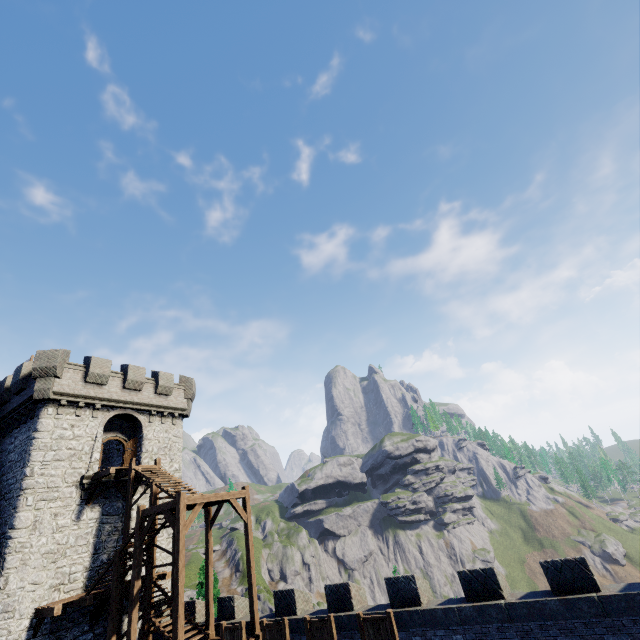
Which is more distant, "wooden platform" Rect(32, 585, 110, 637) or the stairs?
"wooden platform" Rect(32, 585, 110, 637)

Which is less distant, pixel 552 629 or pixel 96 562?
pixel 552 629

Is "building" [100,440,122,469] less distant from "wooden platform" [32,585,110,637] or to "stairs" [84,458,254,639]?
"wooden platform" [32,585,110,637]

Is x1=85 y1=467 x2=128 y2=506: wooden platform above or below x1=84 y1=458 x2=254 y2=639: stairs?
above

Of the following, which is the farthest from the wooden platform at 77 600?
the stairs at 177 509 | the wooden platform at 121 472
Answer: the wooden platform at 121 472

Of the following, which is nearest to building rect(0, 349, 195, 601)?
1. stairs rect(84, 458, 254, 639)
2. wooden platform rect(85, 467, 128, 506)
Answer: wooden platform rect(85, 467, 128, 506)

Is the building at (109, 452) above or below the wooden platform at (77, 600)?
above

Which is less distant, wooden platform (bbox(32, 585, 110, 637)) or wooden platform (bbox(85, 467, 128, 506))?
wooden platform (bbox(32, 585, 110, 637))
